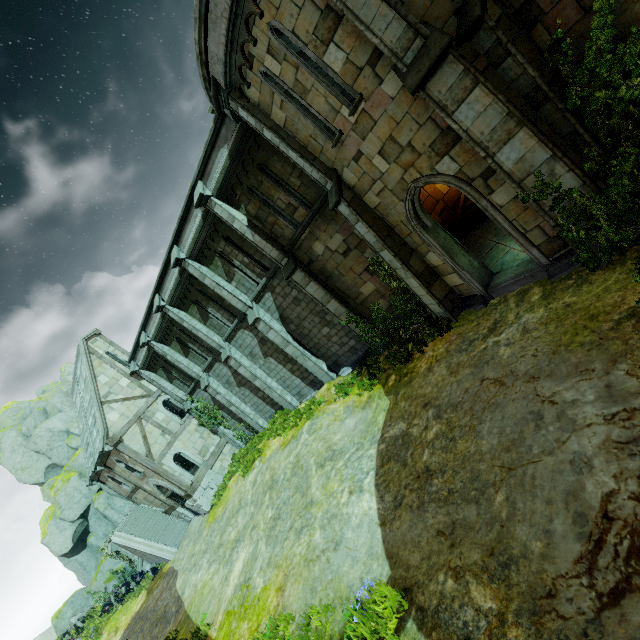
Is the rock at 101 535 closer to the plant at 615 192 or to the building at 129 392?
the building at 129 392

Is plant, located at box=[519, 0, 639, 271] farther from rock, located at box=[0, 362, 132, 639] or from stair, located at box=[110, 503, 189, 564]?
rock, located at box=[0, 362, 132, 639]

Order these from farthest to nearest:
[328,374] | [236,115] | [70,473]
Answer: [70,473] → [328,374] → [236,115]

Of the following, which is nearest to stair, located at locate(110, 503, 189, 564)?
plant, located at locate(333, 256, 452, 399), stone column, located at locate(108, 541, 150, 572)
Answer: stone column, located at locate(108, 541, 150, 572)

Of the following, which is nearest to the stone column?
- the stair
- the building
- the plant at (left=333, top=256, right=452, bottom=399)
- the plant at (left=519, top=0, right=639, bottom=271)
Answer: the stair

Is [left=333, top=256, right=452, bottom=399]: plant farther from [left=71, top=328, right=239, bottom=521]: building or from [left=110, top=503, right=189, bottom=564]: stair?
[left=110, top=503, right=189, bottom=564]: stair

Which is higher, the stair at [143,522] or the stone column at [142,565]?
the stone column at [142,565]

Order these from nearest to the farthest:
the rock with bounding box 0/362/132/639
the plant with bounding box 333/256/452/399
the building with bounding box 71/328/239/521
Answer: the plant with bounding box 333/256/452/399 < the building with bounding box 71/328/239/521 < the rock with bounding box 0/362/132/639
